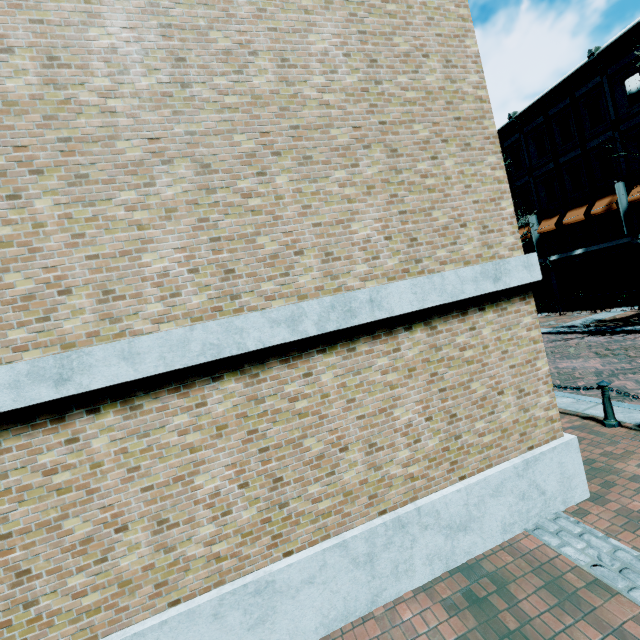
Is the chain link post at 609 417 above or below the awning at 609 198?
below

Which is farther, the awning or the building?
the awning

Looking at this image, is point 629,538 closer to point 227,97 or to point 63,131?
point 227,97

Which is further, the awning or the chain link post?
the awning

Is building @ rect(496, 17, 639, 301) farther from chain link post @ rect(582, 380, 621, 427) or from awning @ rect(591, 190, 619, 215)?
chain link post @ rect(582, 380, 621, 427)

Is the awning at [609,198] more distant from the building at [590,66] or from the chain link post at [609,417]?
the chain link post at [609,417]

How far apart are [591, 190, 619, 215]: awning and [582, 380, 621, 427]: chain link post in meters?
16.3

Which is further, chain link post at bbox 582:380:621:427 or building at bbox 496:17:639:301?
building at bbox 496:17:639:301
